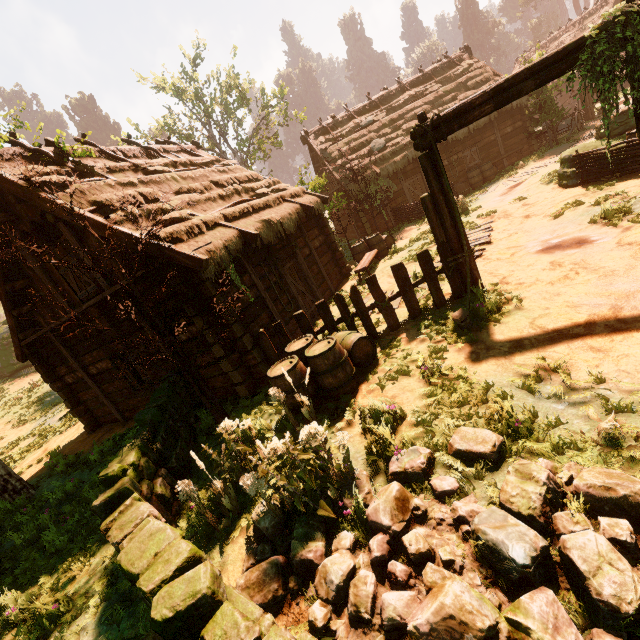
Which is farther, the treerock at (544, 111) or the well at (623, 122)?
the treerock at (544, 111)

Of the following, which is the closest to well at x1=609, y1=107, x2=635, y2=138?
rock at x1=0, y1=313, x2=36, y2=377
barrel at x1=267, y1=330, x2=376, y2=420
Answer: barrel at x1=267, y1=330, x2=376, y2=420

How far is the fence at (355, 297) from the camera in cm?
695

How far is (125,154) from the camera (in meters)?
10.48

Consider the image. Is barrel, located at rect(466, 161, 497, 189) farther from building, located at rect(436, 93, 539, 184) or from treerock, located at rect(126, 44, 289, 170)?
treerock, located at rect(126, 44, 289, 170)

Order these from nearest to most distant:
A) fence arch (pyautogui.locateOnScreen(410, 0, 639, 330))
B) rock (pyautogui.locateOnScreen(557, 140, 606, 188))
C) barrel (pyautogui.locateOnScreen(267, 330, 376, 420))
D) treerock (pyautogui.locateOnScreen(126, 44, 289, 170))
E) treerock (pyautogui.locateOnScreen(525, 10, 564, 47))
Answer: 1. fence arch (pyautogui.locateOnScreen(410, 0, 639, 330))
2. barrel (pyautogui.locateOnScreen(267, 330, 376, 420))
3. rock (pyautogui.locateOnScreen(557, 140, 606, 188))
4. treerock (pyautogui.locateOnScreen(126, 44, 289, 170))
5. treerock (pyautogui.locateOnScreen(525, 10, 564, 47))

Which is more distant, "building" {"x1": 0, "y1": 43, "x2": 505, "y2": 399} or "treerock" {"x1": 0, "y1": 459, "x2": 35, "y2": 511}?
"treerock" {"x1": 0, "y1": 459, "x2": 35, "y2": 511}
